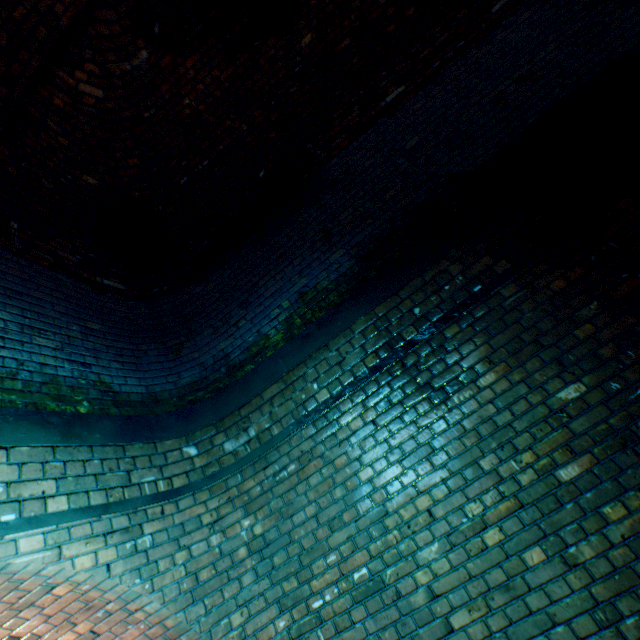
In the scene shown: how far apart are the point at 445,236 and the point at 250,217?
2.43m
